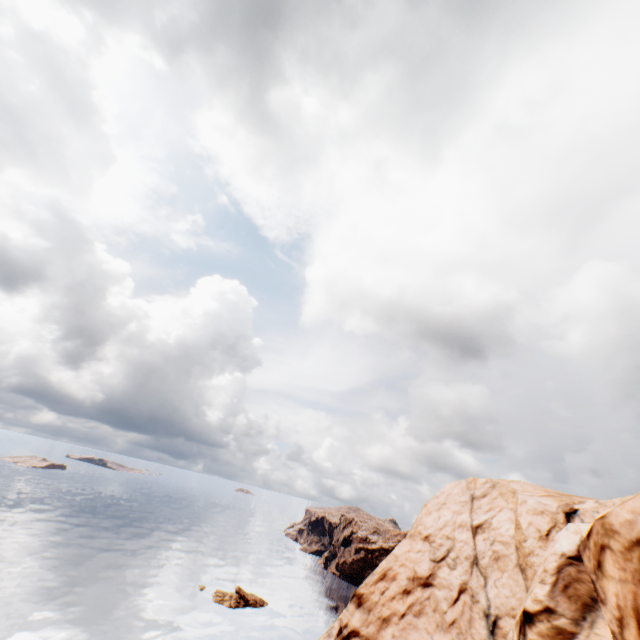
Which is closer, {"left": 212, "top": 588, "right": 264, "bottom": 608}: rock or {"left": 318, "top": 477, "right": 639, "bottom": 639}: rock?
{"left": 318, "top": 477, "right": 639, "bottom": 639}: rock

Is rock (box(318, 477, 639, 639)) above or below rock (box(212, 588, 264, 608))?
above

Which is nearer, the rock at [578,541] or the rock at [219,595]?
the rock at [578,541]

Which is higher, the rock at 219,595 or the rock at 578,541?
the rock at 578,541

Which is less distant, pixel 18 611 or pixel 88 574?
pixel 18 611

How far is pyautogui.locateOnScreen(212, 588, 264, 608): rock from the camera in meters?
56.8 m
